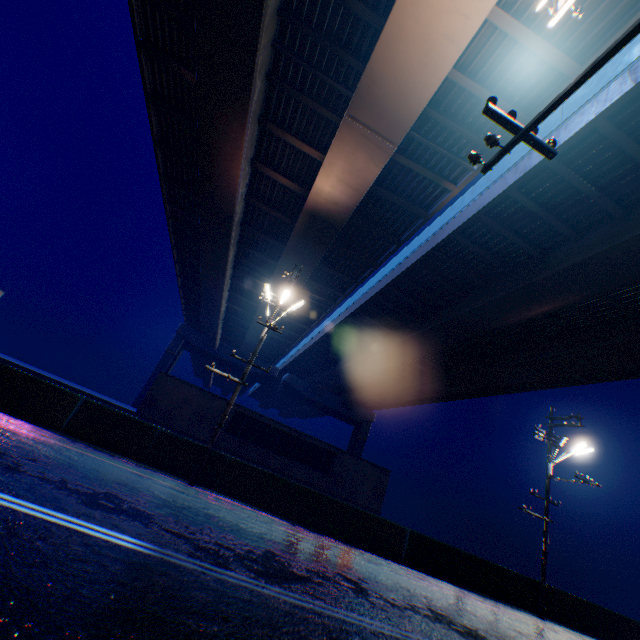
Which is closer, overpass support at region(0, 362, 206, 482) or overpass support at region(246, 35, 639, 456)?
overpass support at region(0, 362, 206, 482)

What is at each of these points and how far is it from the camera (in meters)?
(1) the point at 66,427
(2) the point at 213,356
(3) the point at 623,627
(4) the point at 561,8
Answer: (1) overpass support, 11.09
(2) overpass support, 48.53
(3) overpass support, 15.73
(4) electric pole, 4.64

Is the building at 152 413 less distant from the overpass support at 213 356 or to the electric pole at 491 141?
the overpass support at 213 356

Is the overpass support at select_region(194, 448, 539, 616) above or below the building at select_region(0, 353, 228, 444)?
below

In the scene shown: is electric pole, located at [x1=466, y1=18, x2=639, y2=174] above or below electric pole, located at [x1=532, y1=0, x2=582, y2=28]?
below

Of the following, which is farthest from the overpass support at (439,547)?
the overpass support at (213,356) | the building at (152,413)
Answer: the building at (152,413)

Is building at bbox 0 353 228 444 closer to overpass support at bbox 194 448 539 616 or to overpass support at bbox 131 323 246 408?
overpass support at bbox 194 448 539 616
